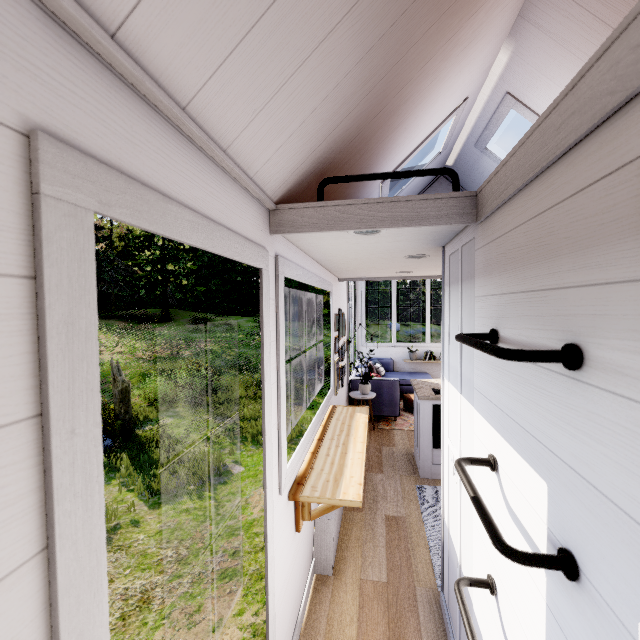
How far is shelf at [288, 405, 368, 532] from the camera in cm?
193

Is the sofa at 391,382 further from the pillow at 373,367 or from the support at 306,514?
the support at 306,514

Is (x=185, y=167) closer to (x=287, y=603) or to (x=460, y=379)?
(x=460, y=379)

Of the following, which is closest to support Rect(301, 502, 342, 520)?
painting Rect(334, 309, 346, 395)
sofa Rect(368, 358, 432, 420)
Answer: painting Rect(334, 309, 346, 395)

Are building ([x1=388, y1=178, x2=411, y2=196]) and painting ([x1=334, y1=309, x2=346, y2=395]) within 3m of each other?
yes

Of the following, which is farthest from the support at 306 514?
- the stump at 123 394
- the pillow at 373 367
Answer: the stump at 123 394

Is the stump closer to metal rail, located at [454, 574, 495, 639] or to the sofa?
the sofa

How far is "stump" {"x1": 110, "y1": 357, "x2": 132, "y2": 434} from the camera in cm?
848
